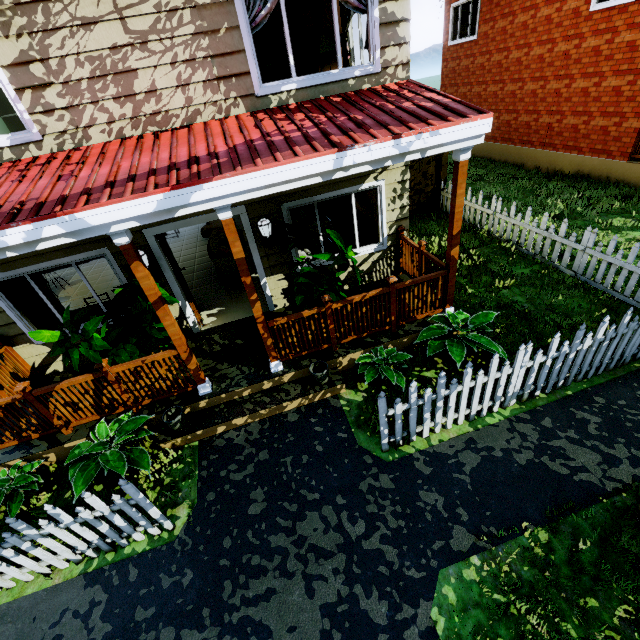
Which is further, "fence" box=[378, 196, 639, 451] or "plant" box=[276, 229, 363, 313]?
"plant" box=[276, 229, 363, 313]

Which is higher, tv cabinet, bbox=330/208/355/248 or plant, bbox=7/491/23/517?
tv cabinet, bbox=330/208/355/248

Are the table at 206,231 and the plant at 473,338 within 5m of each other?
no

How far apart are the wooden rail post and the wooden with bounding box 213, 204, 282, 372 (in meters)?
3.21

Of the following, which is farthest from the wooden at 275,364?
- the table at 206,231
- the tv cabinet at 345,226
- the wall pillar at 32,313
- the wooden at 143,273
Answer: the table at 206,231

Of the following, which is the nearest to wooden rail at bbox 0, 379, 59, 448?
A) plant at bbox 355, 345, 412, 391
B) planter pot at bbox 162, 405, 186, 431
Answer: planter pot at bbox 162, 405, 186, 431

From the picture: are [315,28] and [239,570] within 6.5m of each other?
no

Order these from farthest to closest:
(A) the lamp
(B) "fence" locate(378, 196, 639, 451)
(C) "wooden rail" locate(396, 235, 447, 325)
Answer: (A) the lamp → (C) "wooden rail" locate(396, 235, 447, 325) → (B) "fence" locate(378, 196, 639, 451)
